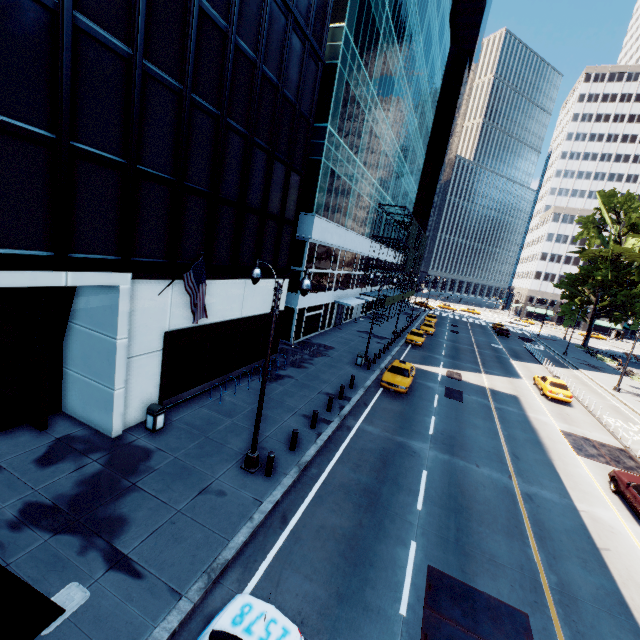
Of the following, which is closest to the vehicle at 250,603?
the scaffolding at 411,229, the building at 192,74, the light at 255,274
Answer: the light at 255,274

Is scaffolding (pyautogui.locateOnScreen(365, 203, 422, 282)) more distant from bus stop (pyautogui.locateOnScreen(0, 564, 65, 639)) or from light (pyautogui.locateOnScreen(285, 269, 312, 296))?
bus stop (pyautogui.locateOnScreen(0, 564, 65, 639))

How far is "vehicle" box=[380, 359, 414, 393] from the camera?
21.2m

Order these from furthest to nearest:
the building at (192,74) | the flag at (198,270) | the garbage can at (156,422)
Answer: the garbage can at (156,422)
the flag at (198,270)
the building at (192,74)

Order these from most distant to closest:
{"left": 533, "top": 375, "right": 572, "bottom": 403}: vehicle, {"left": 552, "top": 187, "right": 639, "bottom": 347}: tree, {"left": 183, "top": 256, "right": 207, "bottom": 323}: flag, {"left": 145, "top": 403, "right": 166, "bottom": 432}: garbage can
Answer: {"left": 552, "top": 187, "right": 639, "bottom": 347}: tree, {"left": 533, "top": 375, "right": 572, "bottom": 403}: vehicle, {"left": 145, "top": 403, "right": 166, "bottom": 432}: garbage can, {"left": 183, "top": 256, "right": 207, "bottom": 323}: flag

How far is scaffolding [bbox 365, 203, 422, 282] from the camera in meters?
41.5 m

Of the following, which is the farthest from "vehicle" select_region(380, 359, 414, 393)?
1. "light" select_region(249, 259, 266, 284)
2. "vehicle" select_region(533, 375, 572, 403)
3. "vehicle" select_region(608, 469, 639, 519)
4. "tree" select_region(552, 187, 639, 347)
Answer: "tree" select_region(552, 187, 639, 347)

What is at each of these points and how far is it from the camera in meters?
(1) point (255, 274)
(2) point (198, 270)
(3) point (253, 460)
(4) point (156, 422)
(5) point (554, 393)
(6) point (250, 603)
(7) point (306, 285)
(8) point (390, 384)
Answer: (1) light, 10.6
(2) flag, 11.7
(3) light, 11.6
(4) garbage can, 12.7
(5) vehicle, 25.6
(6) vehicle, 6.6
(7) light, 10.0
(8) vehicle, 21.4
